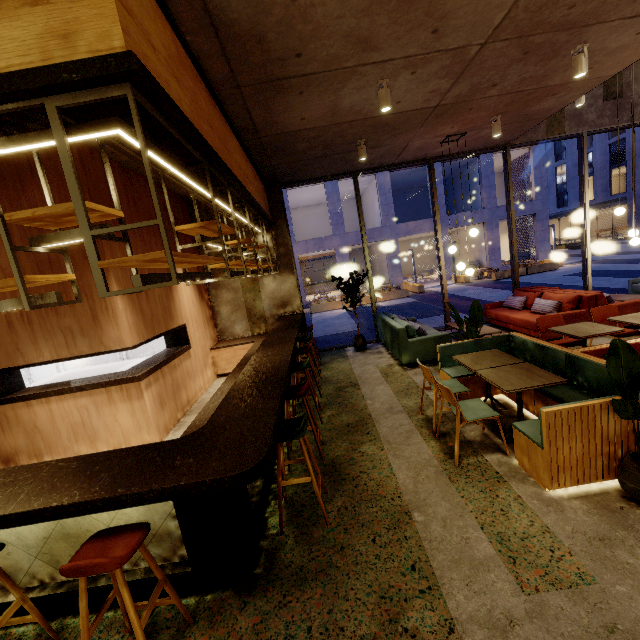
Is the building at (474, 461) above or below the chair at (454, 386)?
below

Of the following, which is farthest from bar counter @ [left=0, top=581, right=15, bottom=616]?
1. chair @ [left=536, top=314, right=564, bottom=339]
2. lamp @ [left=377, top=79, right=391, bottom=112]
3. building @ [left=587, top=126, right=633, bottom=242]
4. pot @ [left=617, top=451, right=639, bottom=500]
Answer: building @ [left=587, top=126, right=633, bottom=242]

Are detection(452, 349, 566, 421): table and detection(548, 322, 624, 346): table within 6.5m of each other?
yes

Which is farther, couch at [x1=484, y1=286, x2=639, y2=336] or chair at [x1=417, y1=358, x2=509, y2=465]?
couch at [x1=484, y1=286, x2=639, y2=336]

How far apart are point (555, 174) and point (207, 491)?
56.6m

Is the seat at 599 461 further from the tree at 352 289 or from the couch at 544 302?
the tree at 352 289

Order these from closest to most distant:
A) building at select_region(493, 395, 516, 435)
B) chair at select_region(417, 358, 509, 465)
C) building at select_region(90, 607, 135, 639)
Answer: building at select_region(90, 607, 135, 639)
chair at select_region(417, 358, 509, 465)
building at select_region(493, 395, 516, 435)

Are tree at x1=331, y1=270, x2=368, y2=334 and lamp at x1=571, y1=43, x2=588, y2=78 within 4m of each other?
no
